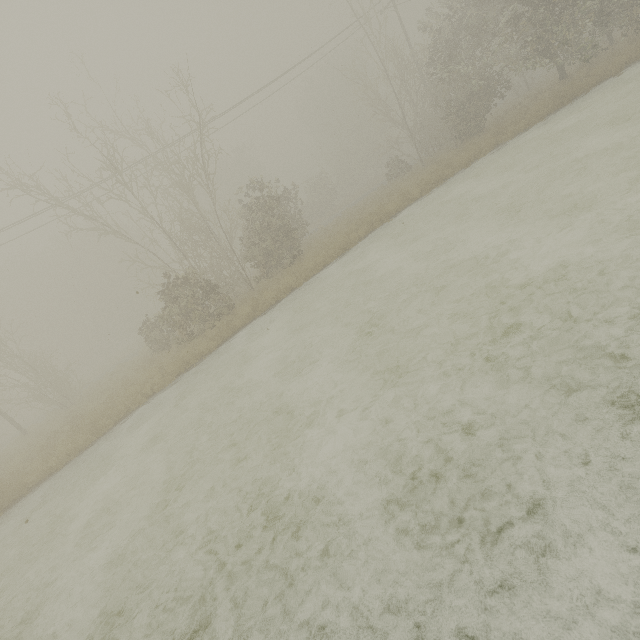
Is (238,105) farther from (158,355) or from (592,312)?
(592,312)
